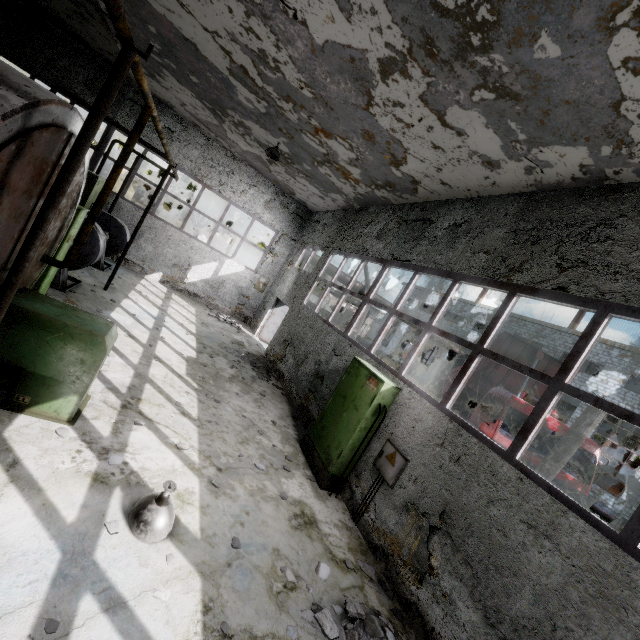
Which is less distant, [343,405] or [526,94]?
[526,94]

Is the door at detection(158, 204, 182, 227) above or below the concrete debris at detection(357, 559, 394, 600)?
above

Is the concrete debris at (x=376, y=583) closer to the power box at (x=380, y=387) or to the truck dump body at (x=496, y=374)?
the power box at (x=380, y=387)

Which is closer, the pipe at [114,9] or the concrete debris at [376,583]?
the pipe at [114,9]

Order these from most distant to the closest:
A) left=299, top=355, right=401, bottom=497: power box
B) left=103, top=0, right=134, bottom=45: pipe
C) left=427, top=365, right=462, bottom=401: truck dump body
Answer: left=427, top=365, right=462, bottom=401: truck dump body → left=299, top=355, right=401, bottom=497: power box → left=103, top=0, right=134, bottom=45: pipe

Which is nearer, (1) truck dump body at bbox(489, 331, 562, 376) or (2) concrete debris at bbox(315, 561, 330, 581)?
(2) concrete debris at bbox(315, 561, 330, 581)

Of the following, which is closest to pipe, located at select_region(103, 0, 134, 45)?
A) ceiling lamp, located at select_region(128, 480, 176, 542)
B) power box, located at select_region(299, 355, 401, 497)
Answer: power box, located at select_region(299, 355, 401, 497)

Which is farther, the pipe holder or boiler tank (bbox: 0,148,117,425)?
boiler tank (bbox: 0,148,117,425)
